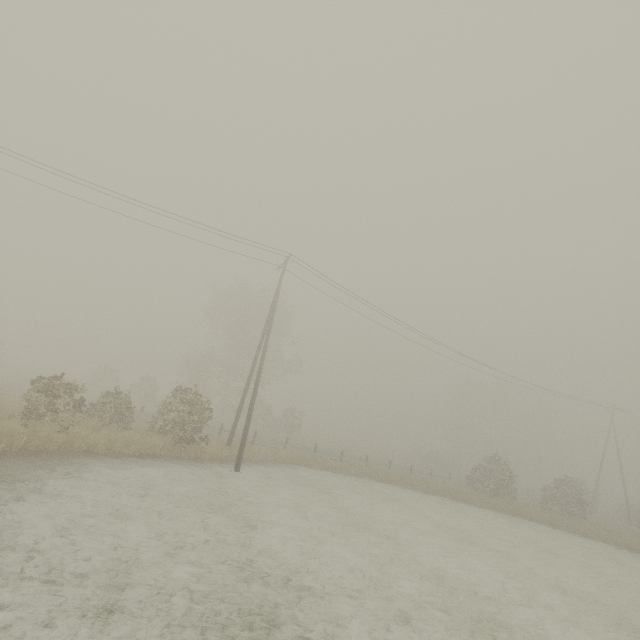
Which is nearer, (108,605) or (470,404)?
(108,605)
